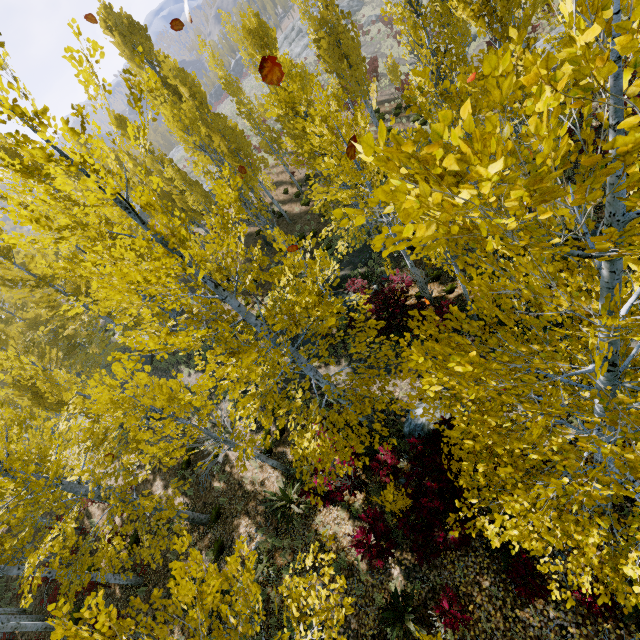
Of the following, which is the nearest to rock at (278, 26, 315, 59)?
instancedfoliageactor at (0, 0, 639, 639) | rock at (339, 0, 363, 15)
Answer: rock at (339, 0, 363, 15)

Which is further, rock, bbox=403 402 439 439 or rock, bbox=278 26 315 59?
rock, bbox=278 26 315 59

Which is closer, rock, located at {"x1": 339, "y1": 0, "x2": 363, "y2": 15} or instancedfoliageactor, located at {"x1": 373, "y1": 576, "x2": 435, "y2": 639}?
instancedfoliageactor, located at {"x1": 373, "y1": 576, "x2": 435, "y2": 639}

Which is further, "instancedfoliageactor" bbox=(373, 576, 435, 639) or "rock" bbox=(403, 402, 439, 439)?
"rock" bbox=(403, 402, 439, 439)

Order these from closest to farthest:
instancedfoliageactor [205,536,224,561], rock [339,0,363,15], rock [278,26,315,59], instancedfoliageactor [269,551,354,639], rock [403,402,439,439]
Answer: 1. instancedfoliageactor [269,551,354,639]
2. rock [403,402,439,439]
3. instancedfoliageactor [205,536,224,561]
4. rock [278,26,315,59]
5. rock [339,0,363,15]

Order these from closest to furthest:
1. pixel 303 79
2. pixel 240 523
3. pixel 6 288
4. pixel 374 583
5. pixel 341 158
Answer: pixel 374 583
pixel 303 79
pixel 240 523
pixel 341 158
pixel 6 288

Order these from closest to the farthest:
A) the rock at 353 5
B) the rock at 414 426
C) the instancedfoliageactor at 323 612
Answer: the instancedfoliageactor at 323 612
the rock at 414 426
the rock at 353 5

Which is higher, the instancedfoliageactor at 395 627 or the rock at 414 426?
the instancedfoliageactor at 395 627
